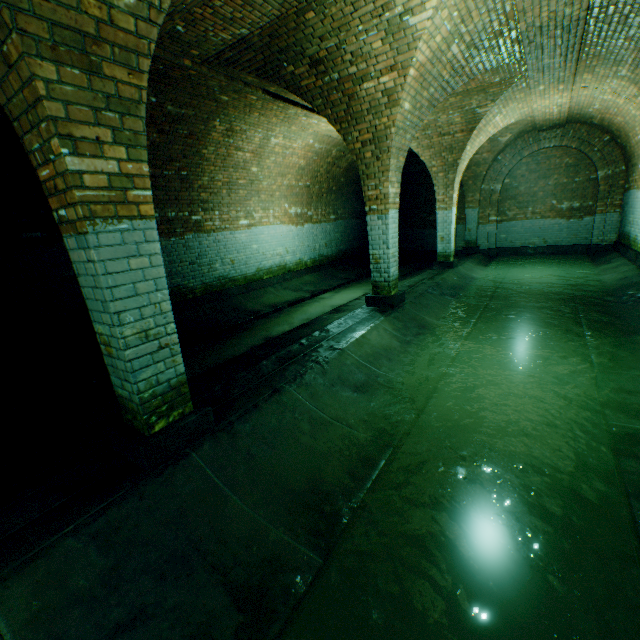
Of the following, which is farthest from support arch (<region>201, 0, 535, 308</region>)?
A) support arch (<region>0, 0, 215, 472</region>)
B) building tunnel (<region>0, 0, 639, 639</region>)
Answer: support arch (<region>0, 0, 215, 472</region>)

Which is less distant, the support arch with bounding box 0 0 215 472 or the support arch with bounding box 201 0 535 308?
the support arch with bounding box 0 0 215 472

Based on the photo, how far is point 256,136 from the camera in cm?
827

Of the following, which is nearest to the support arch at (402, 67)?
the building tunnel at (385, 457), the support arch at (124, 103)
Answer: the building tunnel at (385, 457)

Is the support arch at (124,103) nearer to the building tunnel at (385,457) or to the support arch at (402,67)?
the building tunnel at (385,457)

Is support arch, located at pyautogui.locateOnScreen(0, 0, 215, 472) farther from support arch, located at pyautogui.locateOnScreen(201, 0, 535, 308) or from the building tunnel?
support arch, located at pyautogui.locateOnScreen(201, 0, 535, 308)
